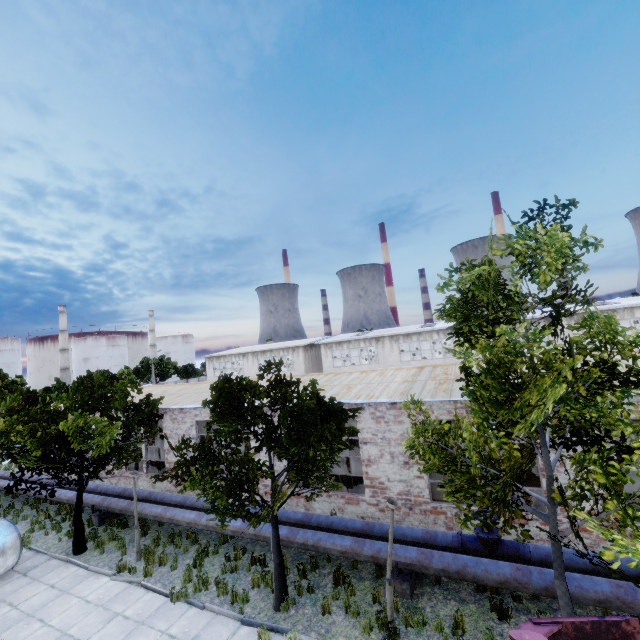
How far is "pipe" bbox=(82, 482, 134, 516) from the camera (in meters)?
14.85

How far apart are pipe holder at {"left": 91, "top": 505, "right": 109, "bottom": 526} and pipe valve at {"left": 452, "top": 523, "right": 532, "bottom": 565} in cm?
1614

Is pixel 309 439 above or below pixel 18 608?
above

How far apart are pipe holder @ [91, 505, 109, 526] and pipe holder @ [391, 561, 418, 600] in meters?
14.4 m

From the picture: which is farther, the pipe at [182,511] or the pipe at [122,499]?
the pipe at [122,499]

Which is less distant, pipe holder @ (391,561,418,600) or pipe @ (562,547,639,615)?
pipe @ (562,547,639,615)

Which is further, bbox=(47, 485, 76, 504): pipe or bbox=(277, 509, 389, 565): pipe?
bbox=(47, 485, 76, 504): pipe

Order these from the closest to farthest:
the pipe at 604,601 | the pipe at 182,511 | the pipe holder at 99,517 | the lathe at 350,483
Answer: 1. the pipe at 604,601
2. the pipe at 182,511
3. the lathe at 350,483
4. the pipe holder at 99,517
